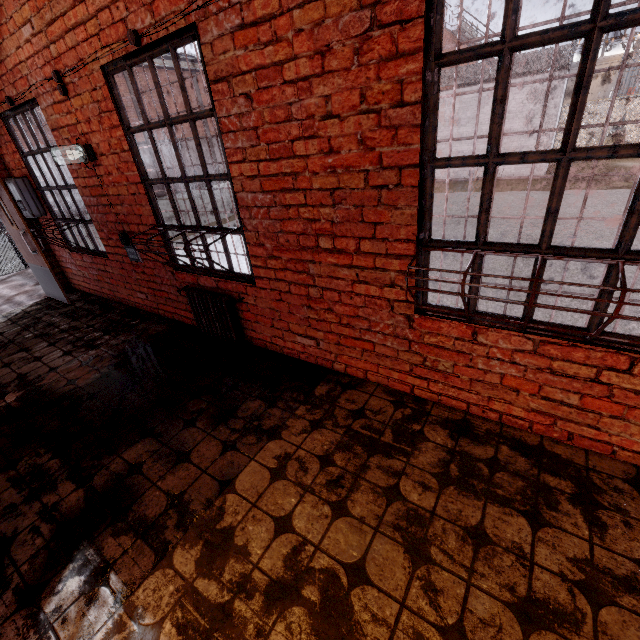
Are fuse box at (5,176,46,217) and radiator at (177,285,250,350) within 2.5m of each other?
no

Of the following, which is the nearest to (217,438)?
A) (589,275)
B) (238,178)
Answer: (238,178)

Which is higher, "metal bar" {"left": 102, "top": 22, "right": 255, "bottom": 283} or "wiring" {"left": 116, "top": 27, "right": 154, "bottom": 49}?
"wiring" {"left": 116, "top": 27, "right": 154, "bottom": 49}

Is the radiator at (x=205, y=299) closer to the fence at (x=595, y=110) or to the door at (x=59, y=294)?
the door at (x=59, y=294)

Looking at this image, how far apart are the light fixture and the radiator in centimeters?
174cm

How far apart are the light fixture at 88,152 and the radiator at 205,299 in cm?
174

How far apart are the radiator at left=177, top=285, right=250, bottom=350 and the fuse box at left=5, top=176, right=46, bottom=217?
3.4 meters

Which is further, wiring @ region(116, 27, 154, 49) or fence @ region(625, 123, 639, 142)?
fence @ region(625, 123, 639, 142)
